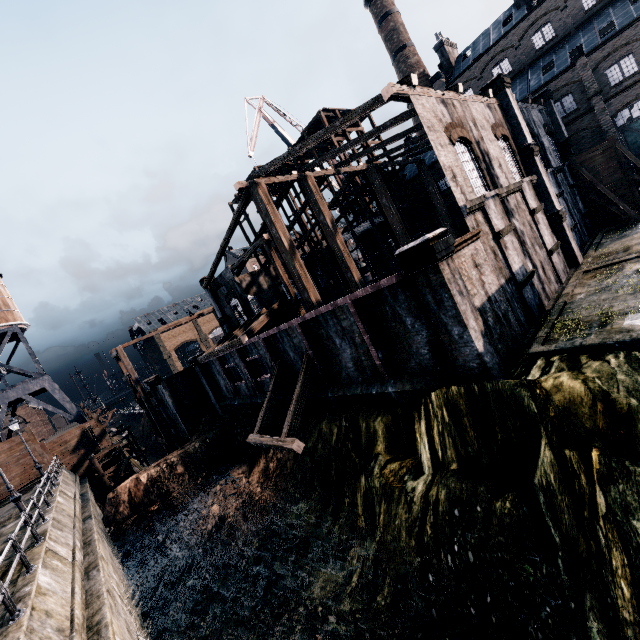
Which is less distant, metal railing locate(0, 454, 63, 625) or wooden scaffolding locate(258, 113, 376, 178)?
metal railing locate(0, 454, 63, 625)

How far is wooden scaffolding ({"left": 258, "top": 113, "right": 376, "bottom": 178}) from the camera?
34.5 meters

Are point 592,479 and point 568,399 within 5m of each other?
yes

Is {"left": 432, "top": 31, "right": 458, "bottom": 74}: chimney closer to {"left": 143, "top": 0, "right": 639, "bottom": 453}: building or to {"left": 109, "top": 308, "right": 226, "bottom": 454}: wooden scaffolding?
{"left": 143, "top": 0, "right": 639, "bottom": 453}: building

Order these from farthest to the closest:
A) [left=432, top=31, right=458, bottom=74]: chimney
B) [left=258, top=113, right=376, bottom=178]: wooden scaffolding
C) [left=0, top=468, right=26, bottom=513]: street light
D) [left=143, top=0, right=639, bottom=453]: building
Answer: [left=432, top=31, right=458, bottom=74]: chimney
[left=258, top=113, right=376, bottom=178]: wooden scaffolding
[left=0, top=468, right=26, bottom=513]: street light
[left=143, top=0, right=639, bottom=453]: building

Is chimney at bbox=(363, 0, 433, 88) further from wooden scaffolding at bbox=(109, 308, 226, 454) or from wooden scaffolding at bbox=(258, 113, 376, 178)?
wooden scaffolding at bbox=(109, 308, 226, 454)

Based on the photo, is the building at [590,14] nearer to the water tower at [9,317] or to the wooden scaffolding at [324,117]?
the wooden scaffolding at [324,117]

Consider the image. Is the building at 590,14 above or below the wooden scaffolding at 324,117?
below
